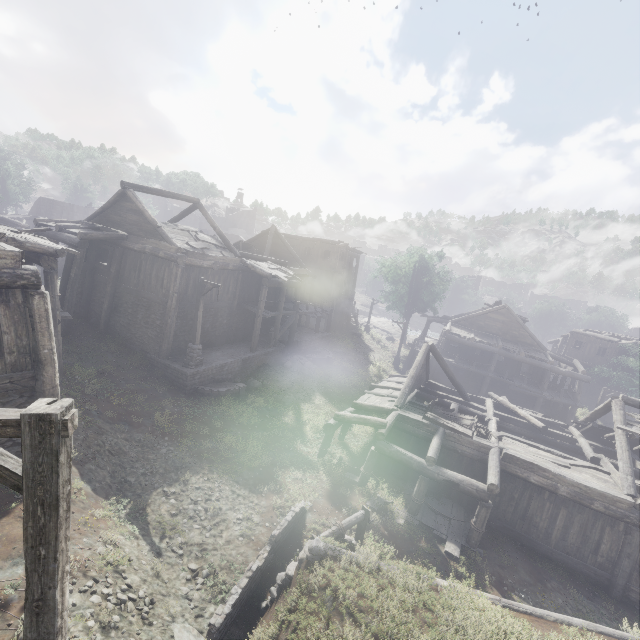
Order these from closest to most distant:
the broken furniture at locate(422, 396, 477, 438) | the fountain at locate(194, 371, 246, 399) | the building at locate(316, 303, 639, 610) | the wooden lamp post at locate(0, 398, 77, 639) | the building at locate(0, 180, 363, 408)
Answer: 1. the wooden lamp post at locate(0, 398, 77, 639)
2. the building at locate(0, 180, 363, 408)
3. the building at locate(316, 303, 639, 610)
4. the broken furniture at locate(422, 396, 477, 438)
5. the fountain at locate(194, 371, 246, 399)

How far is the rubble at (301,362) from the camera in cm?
2372

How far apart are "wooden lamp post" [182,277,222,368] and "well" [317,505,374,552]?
10.1m

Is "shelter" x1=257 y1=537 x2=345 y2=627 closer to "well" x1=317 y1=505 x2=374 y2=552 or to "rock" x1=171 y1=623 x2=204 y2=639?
"rock" x1=171 y1=623 x2=204 y2=639

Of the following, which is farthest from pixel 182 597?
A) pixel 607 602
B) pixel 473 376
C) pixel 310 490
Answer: pixel 473 376

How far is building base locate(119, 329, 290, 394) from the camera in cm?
1662

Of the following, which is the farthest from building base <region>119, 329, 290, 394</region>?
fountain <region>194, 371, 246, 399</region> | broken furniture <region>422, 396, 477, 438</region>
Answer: broken furniture <region>422, 396, 477, 438</region>

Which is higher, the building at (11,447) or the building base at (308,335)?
the building at (11,447)
